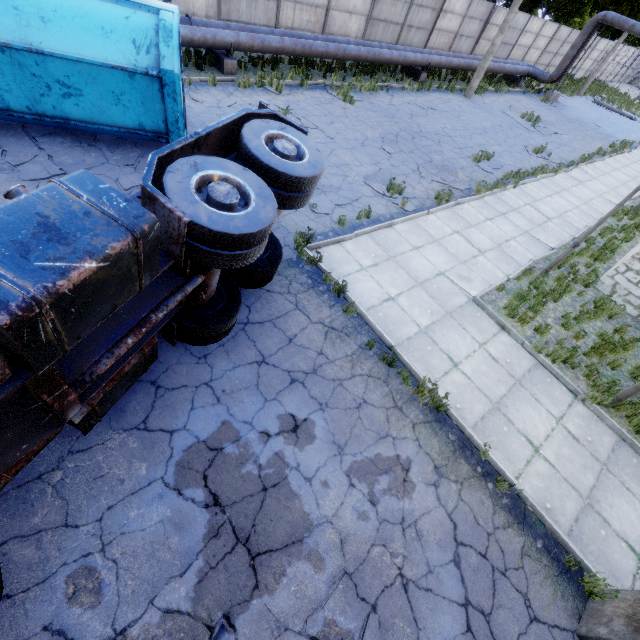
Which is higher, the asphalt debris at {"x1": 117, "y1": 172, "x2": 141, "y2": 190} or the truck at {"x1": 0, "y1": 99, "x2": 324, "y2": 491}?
A: the truck at {"x1": 0, "y1": 99, "x2": 324, "y2": 491}

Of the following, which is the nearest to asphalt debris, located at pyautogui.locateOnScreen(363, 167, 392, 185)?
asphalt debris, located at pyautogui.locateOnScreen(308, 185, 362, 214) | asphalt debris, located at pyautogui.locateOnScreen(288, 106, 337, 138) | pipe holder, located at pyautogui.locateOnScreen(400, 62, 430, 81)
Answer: asphalt debris, located at pyautogui.locateOnScreen(308, 185, 362, 214)

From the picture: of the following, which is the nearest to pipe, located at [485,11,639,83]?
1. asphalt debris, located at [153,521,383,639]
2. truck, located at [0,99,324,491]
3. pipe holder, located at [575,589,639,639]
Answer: truck, located at [0,99,324,491]

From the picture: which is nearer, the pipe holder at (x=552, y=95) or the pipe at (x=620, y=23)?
the pipe at (x=620, y=23)

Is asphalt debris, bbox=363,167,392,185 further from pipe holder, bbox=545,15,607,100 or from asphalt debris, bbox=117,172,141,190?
pipe holder, bbox=545,15,607,100

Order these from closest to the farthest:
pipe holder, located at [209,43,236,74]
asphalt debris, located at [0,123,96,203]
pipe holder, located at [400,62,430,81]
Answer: asphalt debris, located at [0,123,96,203]
pipe holder, located at [209,43,236,74]
pipe holder, located at [400,62,430,81]

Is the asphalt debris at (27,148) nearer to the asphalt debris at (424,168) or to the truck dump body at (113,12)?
the truck dump body at (113,12)

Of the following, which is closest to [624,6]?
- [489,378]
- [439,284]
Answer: [439,284]
